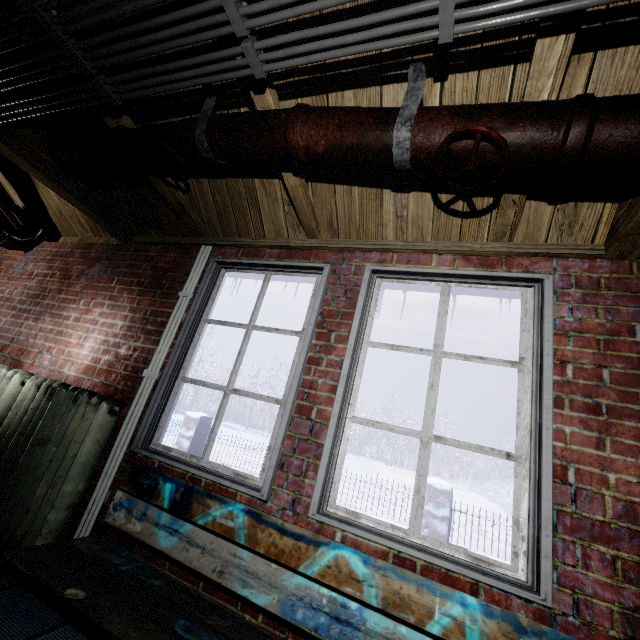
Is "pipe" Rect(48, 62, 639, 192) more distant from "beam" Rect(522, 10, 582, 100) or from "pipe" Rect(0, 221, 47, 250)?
"pipe" Rect(0, 221, 47, 250)

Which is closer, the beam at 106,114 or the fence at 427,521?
the beam at 106,114

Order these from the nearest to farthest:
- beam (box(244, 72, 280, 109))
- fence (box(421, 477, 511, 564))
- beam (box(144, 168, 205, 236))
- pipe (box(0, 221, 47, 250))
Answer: beam (box(244, 72, 280, 109)) < beam (box(144, 168, 205, 236)) < pipe (box(0, 221, 47, 250)) < fence (box(421, 477, 511, 564))

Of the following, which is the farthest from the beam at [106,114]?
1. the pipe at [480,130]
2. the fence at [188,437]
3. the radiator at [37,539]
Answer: the fence at [188,437]

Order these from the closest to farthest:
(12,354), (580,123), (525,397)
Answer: (580,123)
(525,397)
(12,354)

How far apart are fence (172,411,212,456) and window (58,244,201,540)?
3.7 meters

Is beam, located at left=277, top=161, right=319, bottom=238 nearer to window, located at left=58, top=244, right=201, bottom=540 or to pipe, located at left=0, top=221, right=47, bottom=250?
window, located at left=58, top=244, right=201, bottom=540
